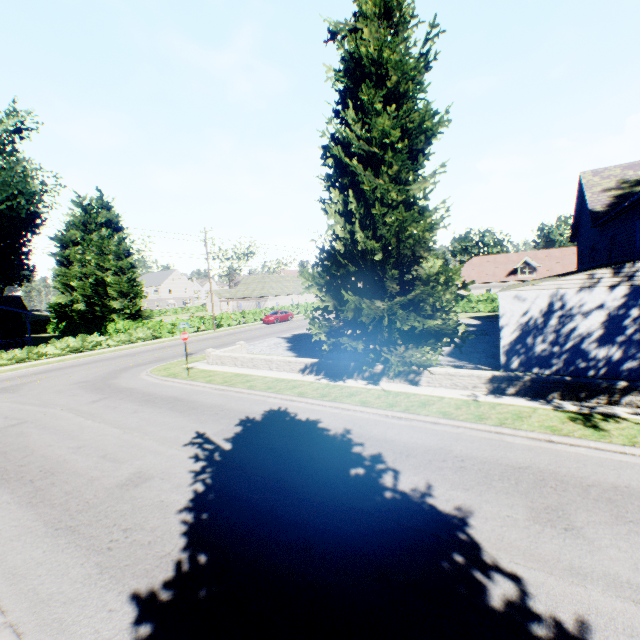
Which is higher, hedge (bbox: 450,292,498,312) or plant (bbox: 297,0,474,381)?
plant (bbox: 297,0,474,381)

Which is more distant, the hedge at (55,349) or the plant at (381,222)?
the hedge at (55,349)

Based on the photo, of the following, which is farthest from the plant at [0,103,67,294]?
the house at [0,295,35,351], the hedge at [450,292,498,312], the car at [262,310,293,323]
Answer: the car at [262,310,293,323]

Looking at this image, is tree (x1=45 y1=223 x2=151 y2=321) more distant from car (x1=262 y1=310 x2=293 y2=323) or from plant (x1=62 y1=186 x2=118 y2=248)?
car (x1=262 y1=310 x2=293 y2=323)

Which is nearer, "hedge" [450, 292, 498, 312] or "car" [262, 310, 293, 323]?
"hedge" [450, 292, 498, 312]

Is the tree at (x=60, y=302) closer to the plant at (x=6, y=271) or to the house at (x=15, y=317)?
the plant at (x=6, y=271)

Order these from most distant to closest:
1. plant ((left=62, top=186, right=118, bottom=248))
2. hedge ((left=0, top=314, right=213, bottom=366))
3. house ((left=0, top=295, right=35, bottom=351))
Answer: plant ((left=62, top=186, right=118, bottom=248)) < house ((left=0, top=295, right=35, bottom=351)) < hedge ((left=0, top=314, right=213, bottom=366))

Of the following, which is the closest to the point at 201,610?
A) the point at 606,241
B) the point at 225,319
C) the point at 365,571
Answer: the point at 365,571
